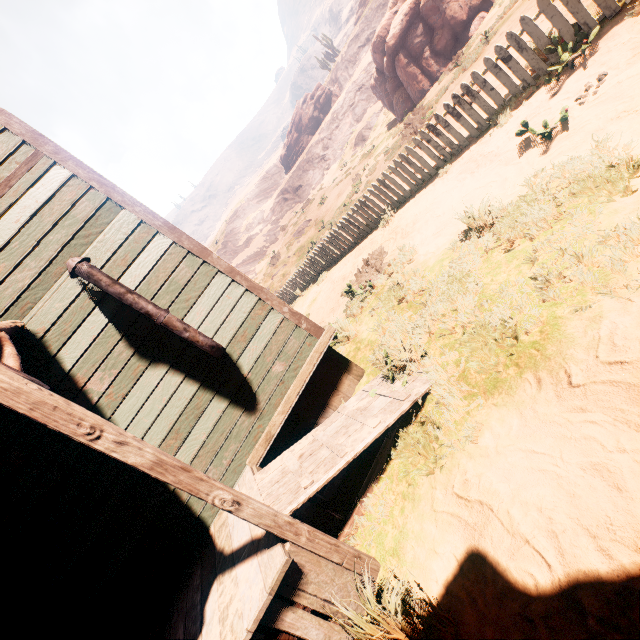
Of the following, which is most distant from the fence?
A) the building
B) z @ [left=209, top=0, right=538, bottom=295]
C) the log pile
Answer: z @ [left=209, top=0, right=538, bottom=295]

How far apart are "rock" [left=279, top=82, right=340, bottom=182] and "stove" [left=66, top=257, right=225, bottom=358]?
50.6m

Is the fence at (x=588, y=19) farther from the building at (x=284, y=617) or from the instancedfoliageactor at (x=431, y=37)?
the instancedfoliageactor at (x=431, y=37)

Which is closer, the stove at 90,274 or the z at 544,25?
the stove at 90,274

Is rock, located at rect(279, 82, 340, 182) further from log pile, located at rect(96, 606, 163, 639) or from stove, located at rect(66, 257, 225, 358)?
log pile, located at rect(96, 606, 163, 639)

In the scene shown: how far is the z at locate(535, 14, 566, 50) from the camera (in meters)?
5.13

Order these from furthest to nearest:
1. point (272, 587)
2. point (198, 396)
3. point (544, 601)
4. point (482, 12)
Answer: point (482, 12) → point (198, 396) → point (272, 587) → point (544, 601)

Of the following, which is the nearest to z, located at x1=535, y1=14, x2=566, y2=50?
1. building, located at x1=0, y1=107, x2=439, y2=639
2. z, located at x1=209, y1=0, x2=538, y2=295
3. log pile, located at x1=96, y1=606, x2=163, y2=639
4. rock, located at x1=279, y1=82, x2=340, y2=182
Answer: building, located at x1=0, y1=107, x2=439, y2=639
